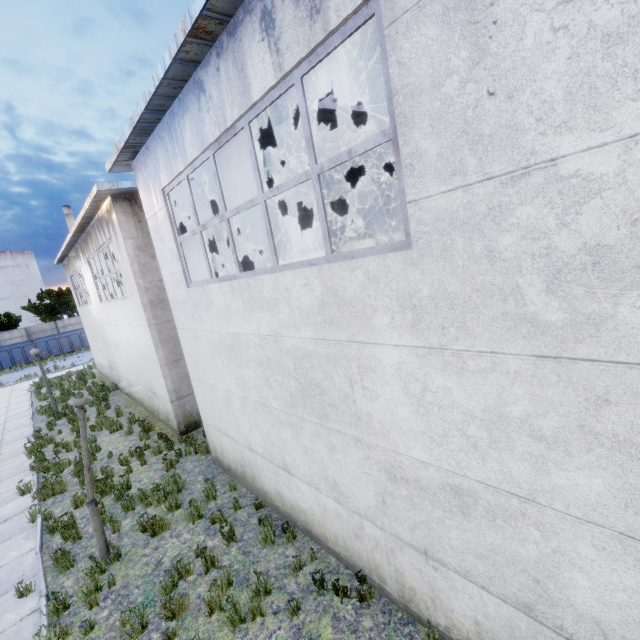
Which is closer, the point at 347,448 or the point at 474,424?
the point at 474,424

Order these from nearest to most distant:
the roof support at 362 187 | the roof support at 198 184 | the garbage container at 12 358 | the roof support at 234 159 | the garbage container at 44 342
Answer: the roof support at 198 184
the roof support at 234 159
the roof support at 362 187
the garbage container at 12 358
the garbage container at 44 342

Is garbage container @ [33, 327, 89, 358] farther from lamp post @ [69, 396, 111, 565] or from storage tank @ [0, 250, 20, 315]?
lamp post @ [69, 396, 111, 565]

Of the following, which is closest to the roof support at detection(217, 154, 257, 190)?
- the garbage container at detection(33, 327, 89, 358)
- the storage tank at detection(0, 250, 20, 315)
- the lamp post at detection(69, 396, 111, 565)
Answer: the lamp post at detection(69, 396, 111, 565)

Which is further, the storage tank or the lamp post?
the storage tank

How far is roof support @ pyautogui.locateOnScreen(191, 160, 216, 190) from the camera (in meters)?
8.22

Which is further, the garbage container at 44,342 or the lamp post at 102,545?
the garbage container at 44,342
